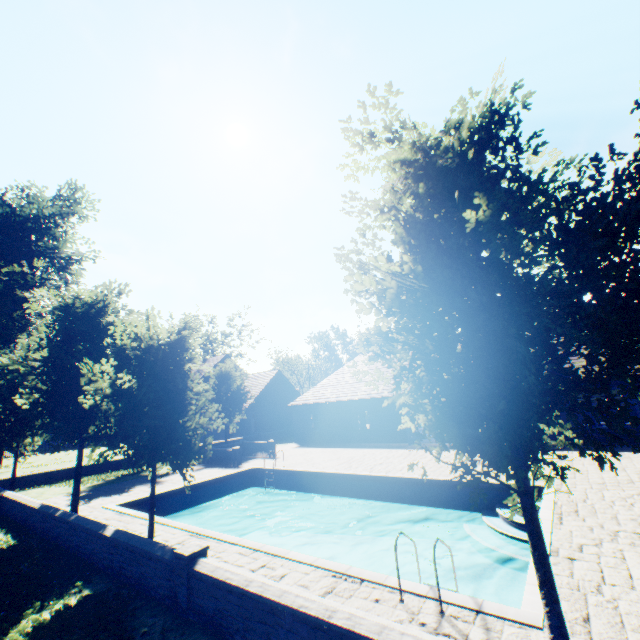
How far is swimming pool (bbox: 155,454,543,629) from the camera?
5.50m

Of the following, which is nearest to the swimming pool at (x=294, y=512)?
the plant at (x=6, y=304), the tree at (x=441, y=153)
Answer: the tree at (x=441, y=153)

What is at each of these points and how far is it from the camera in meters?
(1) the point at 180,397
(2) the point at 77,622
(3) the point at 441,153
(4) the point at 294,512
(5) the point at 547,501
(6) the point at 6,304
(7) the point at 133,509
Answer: (1) tree, 8.8
(2) plant, 5.5
(3) tree, 4.5
(4) swimming pool, 16.7
(5) swimming pool, 9.3
(6) plant, 30.1
(7) swimming pool, 13.6

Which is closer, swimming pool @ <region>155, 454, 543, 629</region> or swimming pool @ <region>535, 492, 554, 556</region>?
swimming pool @ <region>155, 454, 543, 629</region>

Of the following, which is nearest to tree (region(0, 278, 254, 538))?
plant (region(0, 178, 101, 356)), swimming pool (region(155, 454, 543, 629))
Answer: swimming pool (region(155, 454, 543, 629))
